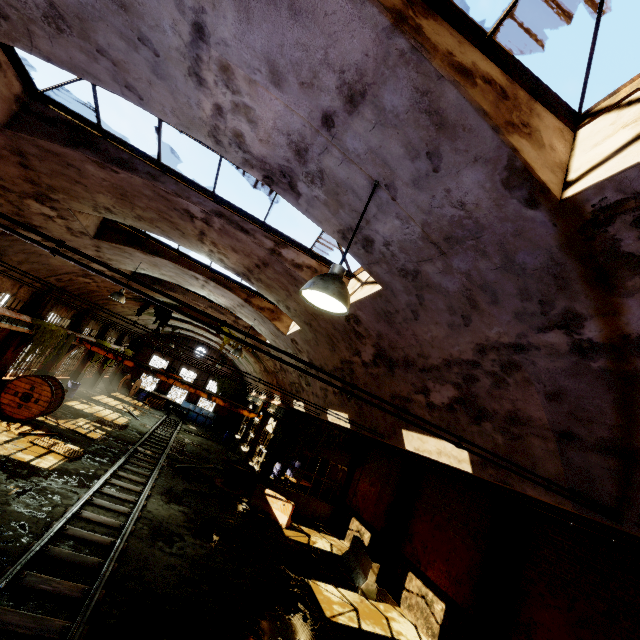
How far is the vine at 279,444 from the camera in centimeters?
1720cm

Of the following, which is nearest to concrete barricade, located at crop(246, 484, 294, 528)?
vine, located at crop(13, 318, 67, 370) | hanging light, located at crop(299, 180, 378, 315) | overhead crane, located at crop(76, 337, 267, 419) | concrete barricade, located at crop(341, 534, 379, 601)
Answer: concrete barricade, located at crop(341, 534, 379, 601)

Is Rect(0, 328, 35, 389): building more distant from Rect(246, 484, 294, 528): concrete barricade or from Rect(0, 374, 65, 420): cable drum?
Rect(246, 484, 294, 528): concrete barricade

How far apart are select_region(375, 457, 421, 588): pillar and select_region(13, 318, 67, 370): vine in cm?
1721

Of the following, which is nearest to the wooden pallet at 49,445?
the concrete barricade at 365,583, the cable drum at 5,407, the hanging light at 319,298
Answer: the cable drum at 5,407

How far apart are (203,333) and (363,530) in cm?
1899

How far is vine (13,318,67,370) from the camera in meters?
13.9

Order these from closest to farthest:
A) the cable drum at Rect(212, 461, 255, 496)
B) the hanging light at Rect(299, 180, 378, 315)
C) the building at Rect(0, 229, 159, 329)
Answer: the hanging light at Rect(299, 180, 378, 315)
the building at Rect(0, 229, 159, 329)
the cable drum at Rect(212, 461, 255, 496)
